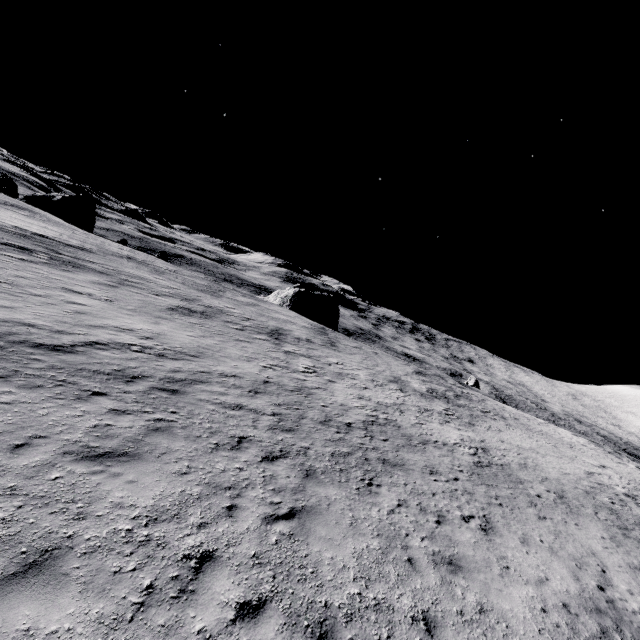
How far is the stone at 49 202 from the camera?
56.2m

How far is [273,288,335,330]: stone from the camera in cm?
5575

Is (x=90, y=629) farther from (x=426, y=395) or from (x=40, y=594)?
(x=426, y=395)

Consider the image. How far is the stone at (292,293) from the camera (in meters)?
55.75

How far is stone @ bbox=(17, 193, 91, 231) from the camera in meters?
56.2
